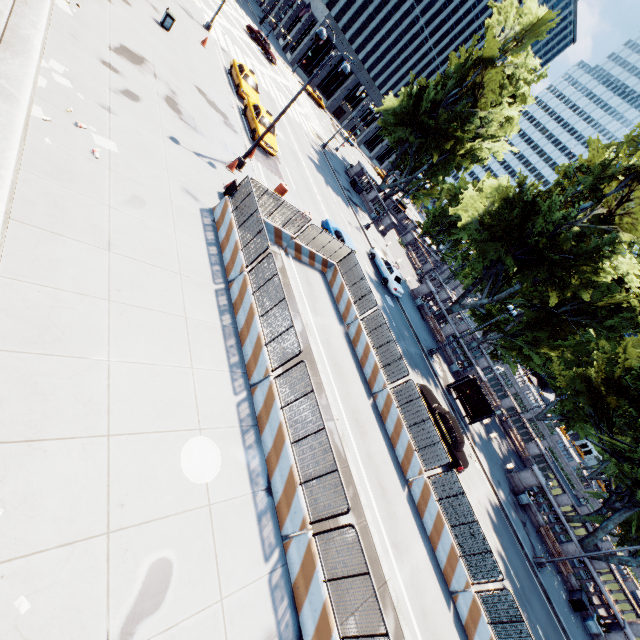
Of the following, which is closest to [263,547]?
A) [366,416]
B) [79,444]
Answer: [79,444]

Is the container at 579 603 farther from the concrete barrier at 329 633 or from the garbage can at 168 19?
the garbage can at 168 19

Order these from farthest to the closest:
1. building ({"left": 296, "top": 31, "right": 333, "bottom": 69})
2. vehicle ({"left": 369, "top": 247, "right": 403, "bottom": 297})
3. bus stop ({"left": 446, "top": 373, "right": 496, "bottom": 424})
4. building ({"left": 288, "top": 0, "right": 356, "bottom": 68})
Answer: building ({"left": 296, "top": 31, "right": 333, "bottom": 69}) → building ({"left": 288, "top": 0, "right": 356, "bottom": 68}) → vehicle ({"left": 369, "top": 247, "right": 403, "bottom": 297}) → bus stop ({"left": 446, "top": 373, "right": 496, "bottom": 424})

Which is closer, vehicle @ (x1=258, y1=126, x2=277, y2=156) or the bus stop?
vehicle @ (x1=258, y1=126, x2=277, y2=156)

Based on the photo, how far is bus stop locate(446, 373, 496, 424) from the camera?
24.6 meters

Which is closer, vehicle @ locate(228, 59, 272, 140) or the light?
the light

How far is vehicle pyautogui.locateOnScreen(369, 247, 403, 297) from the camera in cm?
2761

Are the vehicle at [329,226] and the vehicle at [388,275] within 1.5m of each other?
no
